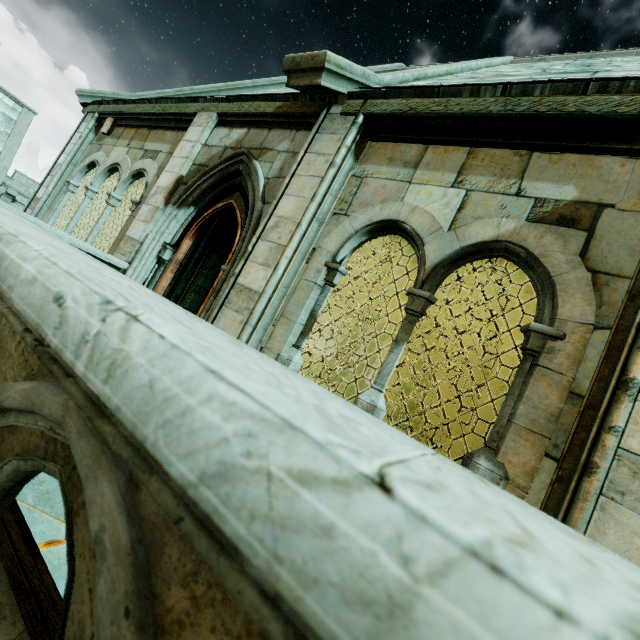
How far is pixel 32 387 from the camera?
0.61m

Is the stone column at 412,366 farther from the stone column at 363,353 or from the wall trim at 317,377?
the stone column at 363,353

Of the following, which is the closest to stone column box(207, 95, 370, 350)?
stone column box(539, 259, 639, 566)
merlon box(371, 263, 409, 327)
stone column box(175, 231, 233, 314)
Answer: stone column box(539, 259, 639, 566)

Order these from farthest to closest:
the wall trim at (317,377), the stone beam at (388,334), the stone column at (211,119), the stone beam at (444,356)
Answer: the stone beam at (388,334), the stone beam at (444,356), the wall trim at (317,377), the stone column at (211,119)

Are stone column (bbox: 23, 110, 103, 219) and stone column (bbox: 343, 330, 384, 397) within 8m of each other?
no

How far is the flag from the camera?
13.4m

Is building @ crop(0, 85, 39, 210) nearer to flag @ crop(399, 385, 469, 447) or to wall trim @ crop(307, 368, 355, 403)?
wall trim @ crop(307, 368, 355, 403)

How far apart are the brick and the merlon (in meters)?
12.73
